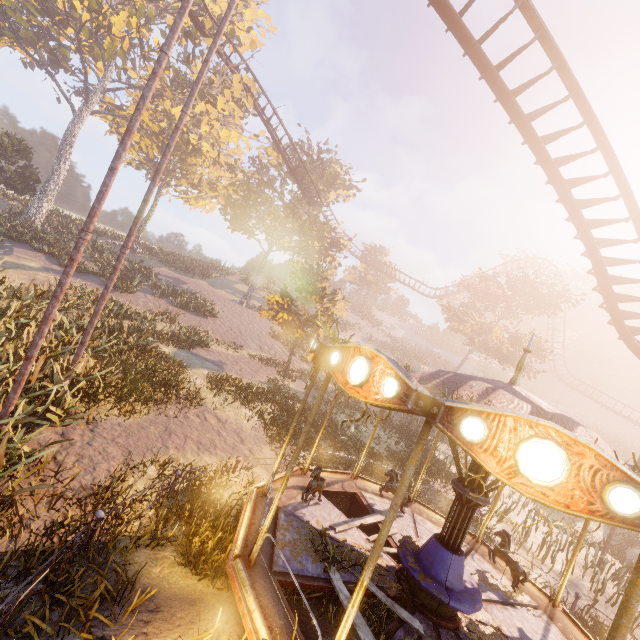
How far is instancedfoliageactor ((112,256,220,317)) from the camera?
22.7 meters

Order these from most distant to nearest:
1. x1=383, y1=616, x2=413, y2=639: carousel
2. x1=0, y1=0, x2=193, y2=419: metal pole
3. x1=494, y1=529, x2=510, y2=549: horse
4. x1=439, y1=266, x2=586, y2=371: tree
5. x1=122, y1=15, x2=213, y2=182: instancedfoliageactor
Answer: x1=439, y1=266, x2=586, y2=371: tree, x1=122, y1=15, x2=213, y2=182: instancedfoliageactor, x1=494, y1=529, x2=510, y2=549: horse, x1=0, y1=0, x2=193, y2=419: metal pole, x1=383, y1=616, x2=413, y2=639: carousel

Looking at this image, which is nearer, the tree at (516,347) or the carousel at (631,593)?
the carousel at (631,593)

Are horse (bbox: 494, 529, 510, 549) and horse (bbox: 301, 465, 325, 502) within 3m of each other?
no

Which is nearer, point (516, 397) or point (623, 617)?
point (623, 617)

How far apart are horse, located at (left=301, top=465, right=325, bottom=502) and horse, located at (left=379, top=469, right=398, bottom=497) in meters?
2.0

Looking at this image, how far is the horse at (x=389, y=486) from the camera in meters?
8.9 m

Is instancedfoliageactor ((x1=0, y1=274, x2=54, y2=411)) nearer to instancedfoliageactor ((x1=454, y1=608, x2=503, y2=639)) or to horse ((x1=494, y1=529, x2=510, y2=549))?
instancedfoliageactor ((x1=454, y1=608, x2=503, y2=639))
